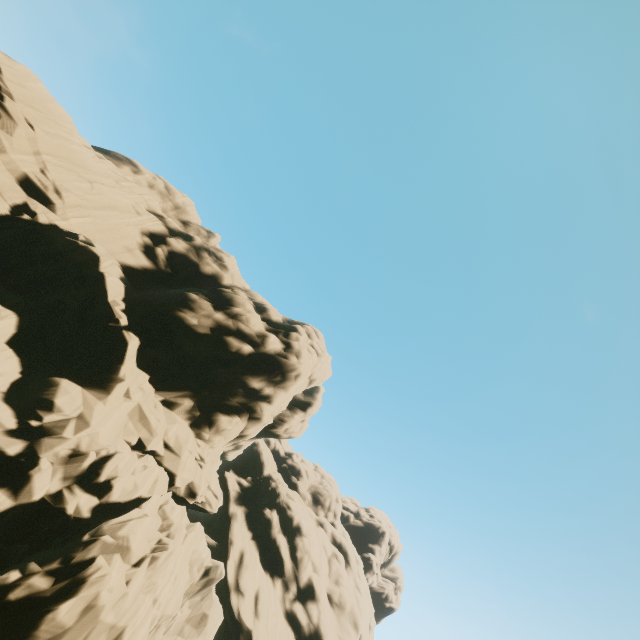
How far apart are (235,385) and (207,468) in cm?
569
